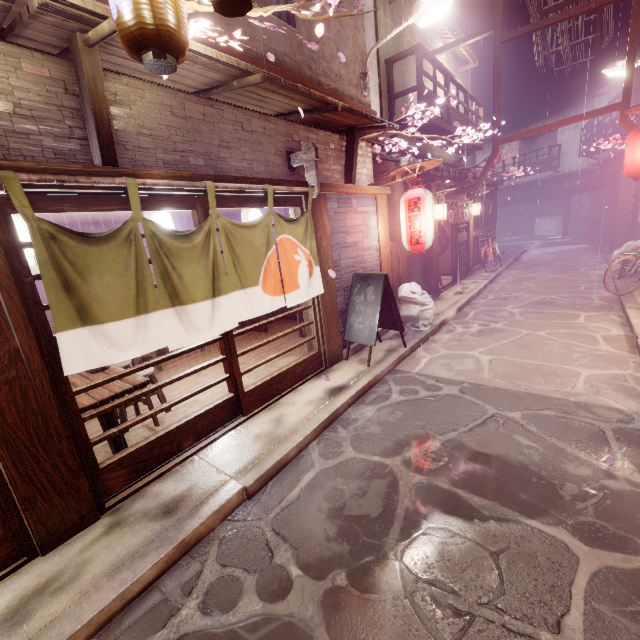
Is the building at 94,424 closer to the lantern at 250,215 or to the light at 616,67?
the lantern at 250,215

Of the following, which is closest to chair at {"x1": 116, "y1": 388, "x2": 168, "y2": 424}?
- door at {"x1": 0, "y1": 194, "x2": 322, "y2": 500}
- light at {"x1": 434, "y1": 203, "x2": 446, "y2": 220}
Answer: door at {"x1": 0, "y1": 194, "x2": 322, "y2": 500}

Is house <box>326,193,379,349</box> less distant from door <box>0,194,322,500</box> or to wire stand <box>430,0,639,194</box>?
door <box>0,194,322,500</box>

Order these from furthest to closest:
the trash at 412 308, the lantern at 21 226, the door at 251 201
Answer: the trash at 412 308
the door at 251 201
the lantern at 21 226

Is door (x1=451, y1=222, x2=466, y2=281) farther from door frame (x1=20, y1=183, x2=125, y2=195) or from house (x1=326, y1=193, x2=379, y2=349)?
door frame (x1=20, y1=183, x2=125, y2=195)

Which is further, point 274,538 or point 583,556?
point 274,538

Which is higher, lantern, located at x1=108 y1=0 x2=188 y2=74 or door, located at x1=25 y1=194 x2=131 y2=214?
lantern, located at x1=108 y1=0 x2=188 y2=74

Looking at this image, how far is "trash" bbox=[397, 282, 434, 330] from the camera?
12.3 meters
